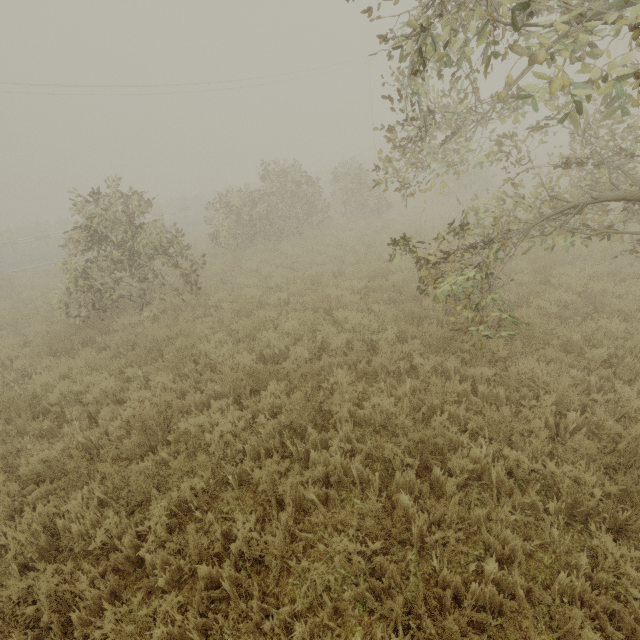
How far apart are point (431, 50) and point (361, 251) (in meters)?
9.14
